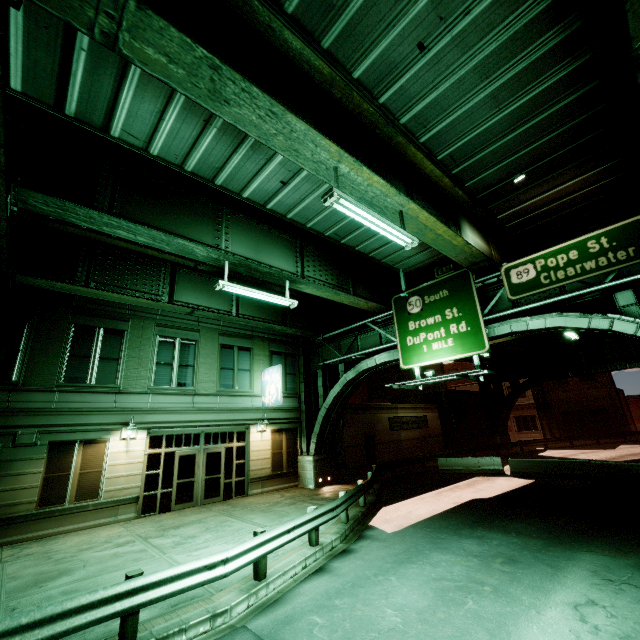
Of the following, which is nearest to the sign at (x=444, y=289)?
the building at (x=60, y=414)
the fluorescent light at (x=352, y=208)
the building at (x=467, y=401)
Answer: the fluorescent light at (x=352, y=208)

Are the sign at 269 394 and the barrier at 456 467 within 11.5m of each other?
no

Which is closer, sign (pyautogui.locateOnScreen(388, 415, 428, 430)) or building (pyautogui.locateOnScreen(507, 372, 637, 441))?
sign (pyautogui.locateOnScreen(388, 415, 428, 430))

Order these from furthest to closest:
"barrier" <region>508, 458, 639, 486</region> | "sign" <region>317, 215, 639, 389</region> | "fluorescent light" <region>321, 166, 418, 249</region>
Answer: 1. "barrier" <region>508, 458, 639, 486</region>
2. "sign" <region>317, 215, 639, 389</region>
3. "fluorescent light" <region>321, 166, 418, 249</region>

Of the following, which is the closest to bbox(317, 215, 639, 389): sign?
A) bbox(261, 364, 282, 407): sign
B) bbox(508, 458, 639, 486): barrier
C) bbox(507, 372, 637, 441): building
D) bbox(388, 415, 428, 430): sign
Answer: bbox(261, 364, 282, 407): sign

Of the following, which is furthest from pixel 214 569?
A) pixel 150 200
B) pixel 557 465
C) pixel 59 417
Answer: pixel 557 465

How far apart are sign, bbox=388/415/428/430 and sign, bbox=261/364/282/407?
12.3 meters

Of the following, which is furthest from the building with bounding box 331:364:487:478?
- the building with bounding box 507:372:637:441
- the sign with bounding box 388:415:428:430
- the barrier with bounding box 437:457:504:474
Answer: the building with bounding box 507:372:637:441
